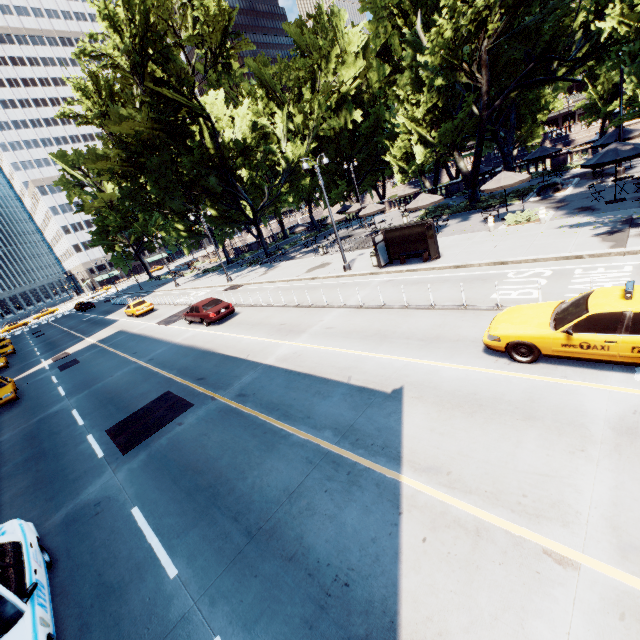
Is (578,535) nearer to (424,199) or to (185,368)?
(185,368)

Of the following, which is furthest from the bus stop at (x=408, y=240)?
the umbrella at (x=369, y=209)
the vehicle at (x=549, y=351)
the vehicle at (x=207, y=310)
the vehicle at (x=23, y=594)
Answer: the umbrella at (x=369, y=209)

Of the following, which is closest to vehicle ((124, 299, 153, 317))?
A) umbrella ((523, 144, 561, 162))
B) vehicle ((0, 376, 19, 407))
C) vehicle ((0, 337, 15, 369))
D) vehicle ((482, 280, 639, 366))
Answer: vehicle ((0, 376, 19, 407))

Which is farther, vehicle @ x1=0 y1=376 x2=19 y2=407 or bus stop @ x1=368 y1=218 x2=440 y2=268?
vehicle @ x1=0 y1=376 x2=19 y2=407

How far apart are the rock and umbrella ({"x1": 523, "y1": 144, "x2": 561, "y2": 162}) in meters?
5.0

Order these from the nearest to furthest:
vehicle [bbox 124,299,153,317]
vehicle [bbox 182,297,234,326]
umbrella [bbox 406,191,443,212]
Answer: vehicle [bbox 182,297,234,326]
umbrella [bbox 406,191,443,212]
vehicle [bbox 124,299,153,317]

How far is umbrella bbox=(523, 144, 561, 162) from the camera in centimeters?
2711cm

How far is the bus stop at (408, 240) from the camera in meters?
17.2
